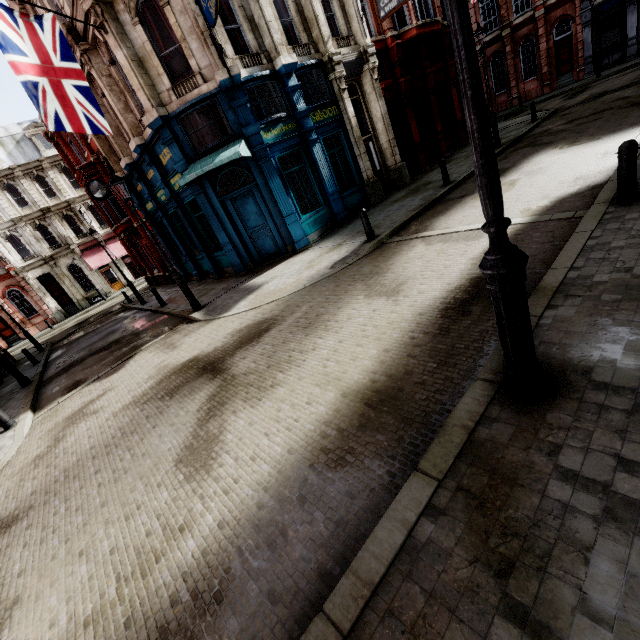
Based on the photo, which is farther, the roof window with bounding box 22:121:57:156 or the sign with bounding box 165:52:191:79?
the roof window with bounding box 22:121:57:156

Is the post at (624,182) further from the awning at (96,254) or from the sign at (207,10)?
the awning at (96,254)

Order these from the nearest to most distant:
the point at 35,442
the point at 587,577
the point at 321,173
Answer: the point at 587,577 → the point at 35,442 → the point at 321,173

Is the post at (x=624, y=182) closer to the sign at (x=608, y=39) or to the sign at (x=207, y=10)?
the sign at (x=207, y=10)

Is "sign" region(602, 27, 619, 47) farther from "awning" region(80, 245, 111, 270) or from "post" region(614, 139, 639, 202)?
"awning" region(80, 245, 111, 270)

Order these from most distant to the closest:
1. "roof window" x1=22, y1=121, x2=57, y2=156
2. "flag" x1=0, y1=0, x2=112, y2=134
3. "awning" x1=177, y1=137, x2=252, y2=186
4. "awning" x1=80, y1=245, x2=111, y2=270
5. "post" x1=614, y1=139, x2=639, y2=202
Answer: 1. "awning" x1=80, y1=245, x2=111, y2=270
2. "roof window" x1=22, y1=121, x2=57, y2=156
3. "awning" x1=177, y1=137, x2=252, y2=186
4. "flag" x1=0, y1=0, x2=112, y2=134
5. "post" x1=614, y1=139, x2=639, y2=202

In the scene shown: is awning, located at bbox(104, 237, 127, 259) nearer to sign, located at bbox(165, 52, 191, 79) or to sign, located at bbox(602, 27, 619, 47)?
sign, located at bbox(165, 52, 191, 79)

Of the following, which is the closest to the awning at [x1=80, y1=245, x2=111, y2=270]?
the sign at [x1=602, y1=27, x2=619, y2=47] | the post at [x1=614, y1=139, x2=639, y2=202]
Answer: the post at [x1=614, y1=139, x2=639, y2=202]
